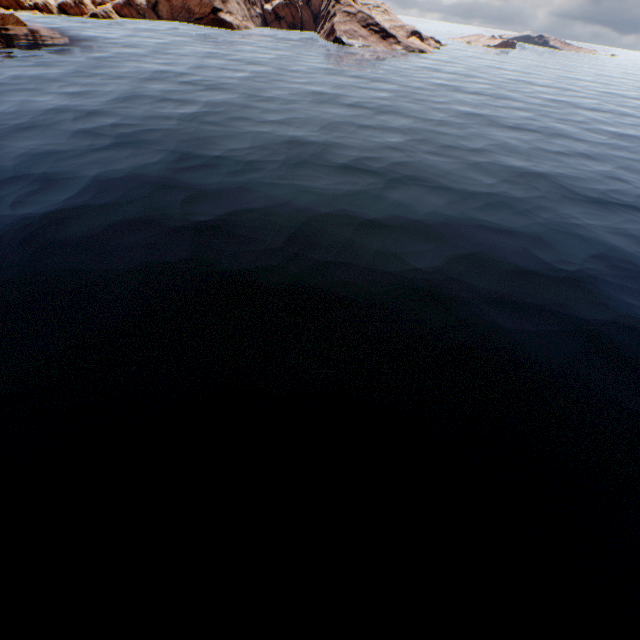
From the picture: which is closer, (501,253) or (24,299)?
(24,299)
